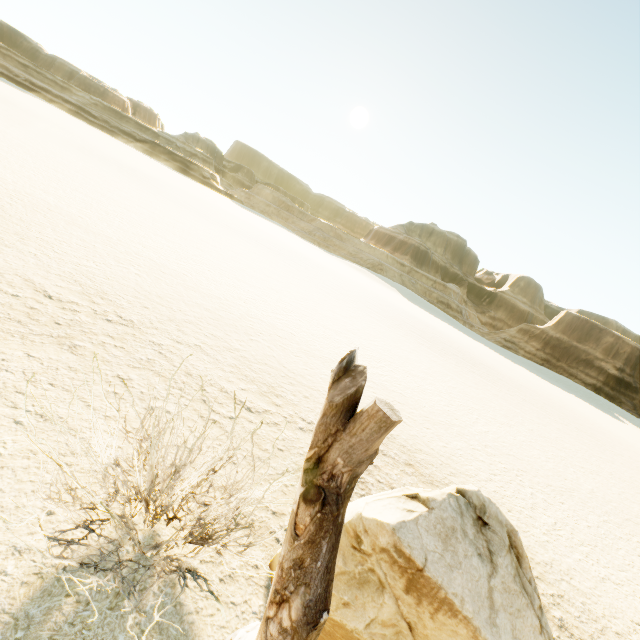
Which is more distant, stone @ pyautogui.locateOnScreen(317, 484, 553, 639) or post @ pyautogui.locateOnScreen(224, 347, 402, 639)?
stone @ pyautogui.locateOnScreen(317, 484, 553, 639)

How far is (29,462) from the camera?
2.77m

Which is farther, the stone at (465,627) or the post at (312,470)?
the stone at (465,627)
